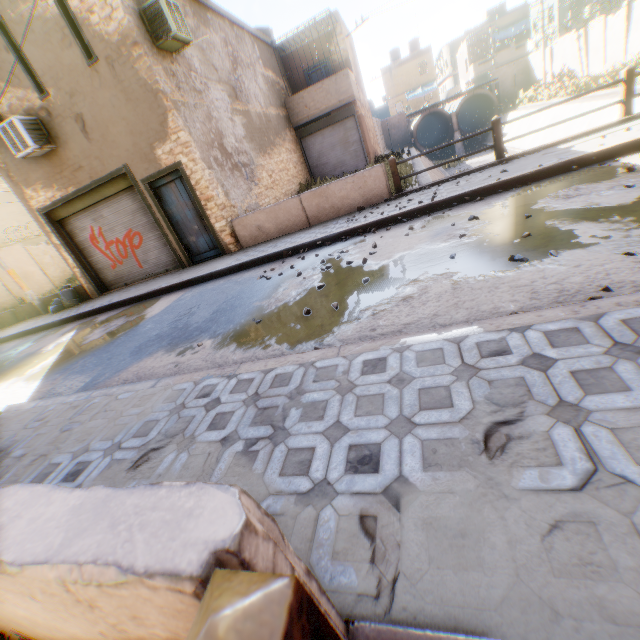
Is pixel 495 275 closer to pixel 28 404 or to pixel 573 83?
pixel 28 404

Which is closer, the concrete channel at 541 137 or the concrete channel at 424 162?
the concrete channel at 541 137

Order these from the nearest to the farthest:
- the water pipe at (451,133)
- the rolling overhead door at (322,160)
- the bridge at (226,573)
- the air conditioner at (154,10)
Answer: the bridge at (226,573), the air conditioner at (154,10), the rolling overhead door at (322,160), the water pipe at (451,133)

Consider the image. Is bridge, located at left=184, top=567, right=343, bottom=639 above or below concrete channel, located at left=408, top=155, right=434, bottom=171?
above

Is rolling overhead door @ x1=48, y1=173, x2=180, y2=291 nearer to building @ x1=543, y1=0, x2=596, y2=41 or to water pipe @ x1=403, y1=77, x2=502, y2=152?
building @ x1=543, y1=0, x2=596, y2=41

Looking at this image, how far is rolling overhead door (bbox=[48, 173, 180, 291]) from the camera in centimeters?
1041cm

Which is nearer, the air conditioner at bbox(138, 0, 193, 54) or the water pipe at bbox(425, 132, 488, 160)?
the air conditioner at bbox(138, 0, 193, 54)

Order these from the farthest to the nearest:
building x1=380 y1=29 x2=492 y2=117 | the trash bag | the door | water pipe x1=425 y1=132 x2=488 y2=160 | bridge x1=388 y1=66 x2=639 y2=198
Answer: building x1=380 y1=29 x2=492 y2=117, water pipe x1=425 y1=132 x2=488 y2=160, the trash bag, the door, bridge x1=388 y1=66 x2=639 y2=198
